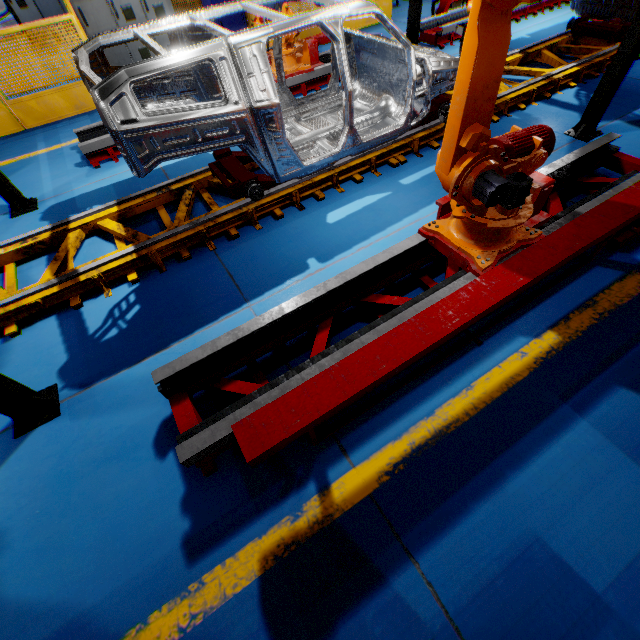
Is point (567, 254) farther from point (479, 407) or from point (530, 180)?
point (479, 407)

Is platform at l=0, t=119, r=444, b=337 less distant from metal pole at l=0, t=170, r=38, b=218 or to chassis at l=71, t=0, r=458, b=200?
chassis at l=71, t=0, r=458, b=200

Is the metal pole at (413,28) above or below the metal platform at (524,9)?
above

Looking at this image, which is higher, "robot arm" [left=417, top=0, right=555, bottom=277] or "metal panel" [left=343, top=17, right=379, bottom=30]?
"robot arm" [left=417, top=0, right=555, bottom=277]

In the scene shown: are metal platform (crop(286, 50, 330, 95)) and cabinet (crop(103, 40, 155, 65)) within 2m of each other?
no

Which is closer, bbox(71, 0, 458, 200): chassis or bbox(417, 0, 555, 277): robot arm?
bbox(417, 0, 555, 277): robot arm

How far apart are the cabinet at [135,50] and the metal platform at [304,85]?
3.0m

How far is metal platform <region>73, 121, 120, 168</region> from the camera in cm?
537
